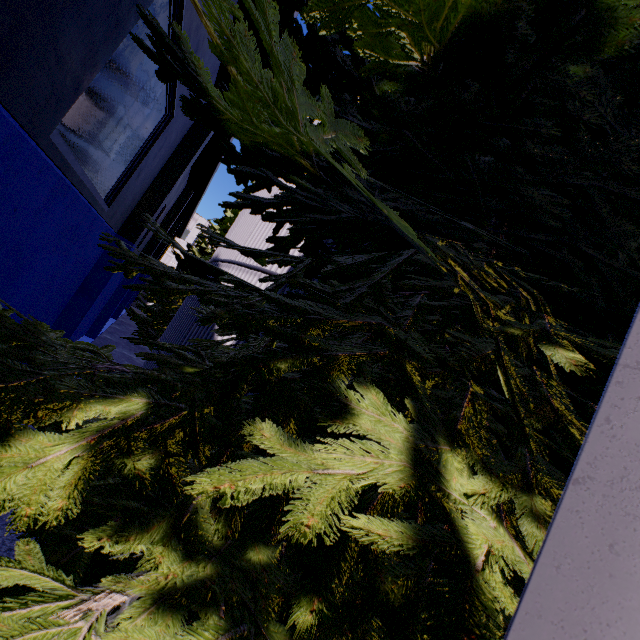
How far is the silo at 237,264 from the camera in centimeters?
728cm

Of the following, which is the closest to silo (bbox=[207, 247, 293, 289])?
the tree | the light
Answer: the tree

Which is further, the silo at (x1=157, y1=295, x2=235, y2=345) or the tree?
the silo at (x1=157, y1=295, x2=235, y2=345)

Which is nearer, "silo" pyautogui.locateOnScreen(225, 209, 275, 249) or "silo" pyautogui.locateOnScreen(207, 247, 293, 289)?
"silo" pyautogui.locateOnScreen(207, 247, 293, 289)

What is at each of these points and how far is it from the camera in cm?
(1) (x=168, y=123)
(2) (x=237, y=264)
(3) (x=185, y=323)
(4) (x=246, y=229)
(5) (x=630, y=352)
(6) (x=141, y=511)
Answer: (1) building, 715
(2) silo, 829
(3) silo, 877
(4) silo, 909
(5) light, 56
(6) tree, 193

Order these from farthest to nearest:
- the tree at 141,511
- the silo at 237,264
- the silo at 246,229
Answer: the silo at 246,229
the silo at 237,264
the tree at 141,511

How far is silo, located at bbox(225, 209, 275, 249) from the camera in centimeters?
812cm
